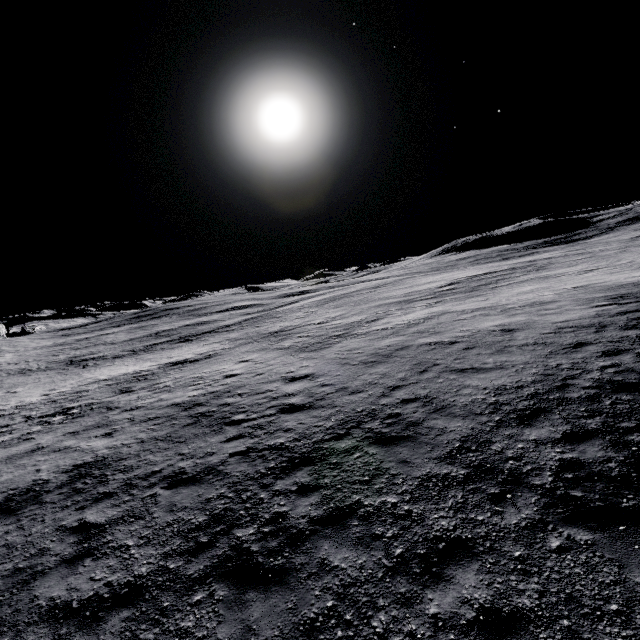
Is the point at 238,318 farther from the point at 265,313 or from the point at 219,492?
the point at 219,492
